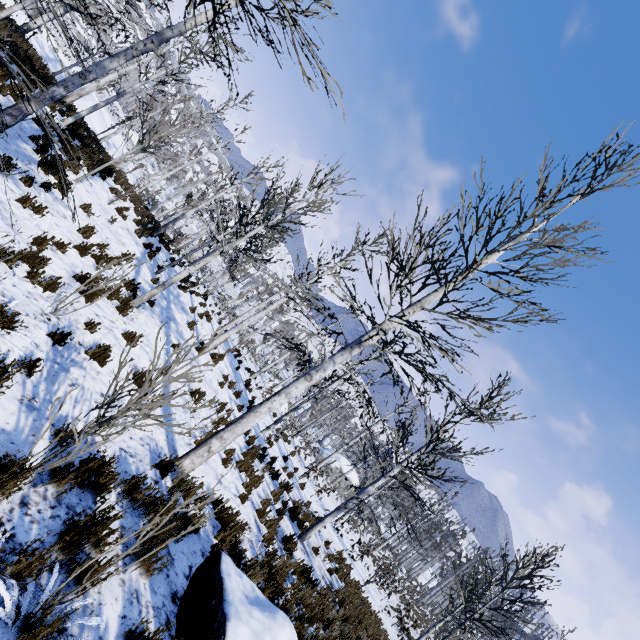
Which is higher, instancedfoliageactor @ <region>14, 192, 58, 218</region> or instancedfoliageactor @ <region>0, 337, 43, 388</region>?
instancedfoliageactor @ <region>14, 192, 58, 218</region>

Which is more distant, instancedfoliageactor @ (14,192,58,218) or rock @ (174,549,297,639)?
instancedfoliageactor @ (14,192,58,218)

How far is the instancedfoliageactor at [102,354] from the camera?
5.60m

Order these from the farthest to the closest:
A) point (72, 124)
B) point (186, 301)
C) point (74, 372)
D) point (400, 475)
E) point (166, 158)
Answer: point (400, 475) < point (186, 301) < point (72, 124) < point (166, 158) < point (74, 372)

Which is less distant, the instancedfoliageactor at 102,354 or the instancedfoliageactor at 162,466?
the instancedfoliageactor at 162,466

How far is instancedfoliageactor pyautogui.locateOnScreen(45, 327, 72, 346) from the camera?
5.0 meters

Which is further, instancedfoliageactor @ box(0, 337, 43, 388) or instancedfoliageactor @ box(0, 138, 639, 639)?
instancedfoliageactor @ box(0, 337, 43, 388)
